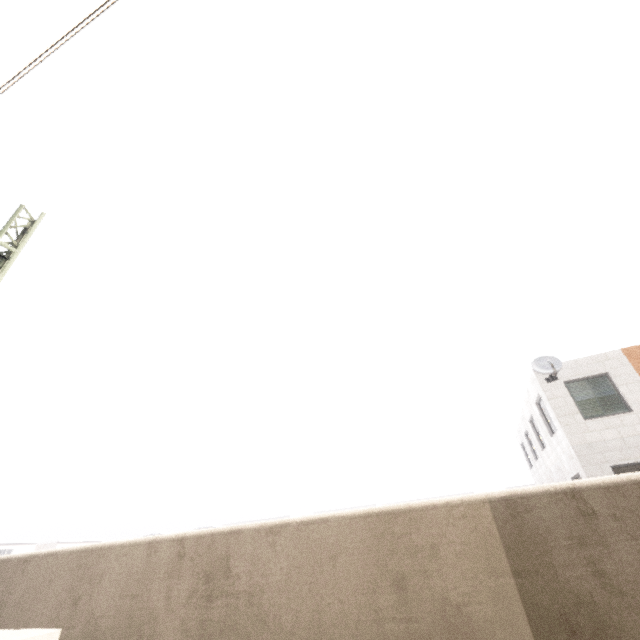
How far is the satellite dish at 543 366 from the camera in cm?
1192

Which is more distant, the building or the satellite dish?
the building

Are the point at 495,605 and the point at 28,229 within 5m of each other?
no

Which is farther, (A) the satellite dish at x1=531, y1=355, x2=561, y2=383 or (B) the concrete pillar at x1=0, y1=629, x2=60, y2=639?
(A) the satellite dish at x1=531, y1=355, x2=561, y2=383

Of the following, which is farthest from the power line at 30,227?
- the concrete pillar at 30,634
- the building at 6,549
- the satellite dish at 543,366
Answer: the building at 6,549

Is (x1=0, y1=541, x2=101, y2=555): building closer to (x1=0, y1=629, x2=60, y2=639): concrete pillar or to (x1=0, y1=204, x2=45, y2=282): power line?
(x1=0, y1=204, x2=45, y2=282): power line

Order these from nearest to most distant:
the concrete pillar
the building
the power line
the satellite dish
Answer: the concrete pillar
the power line
the satellite dish
the building

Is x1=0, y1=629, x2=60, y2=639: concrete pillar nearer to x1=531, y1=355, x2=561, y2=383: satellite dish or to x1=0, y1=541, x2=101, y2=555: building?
x1=531, y1=355, x2=561, y2=383: satellite dish
